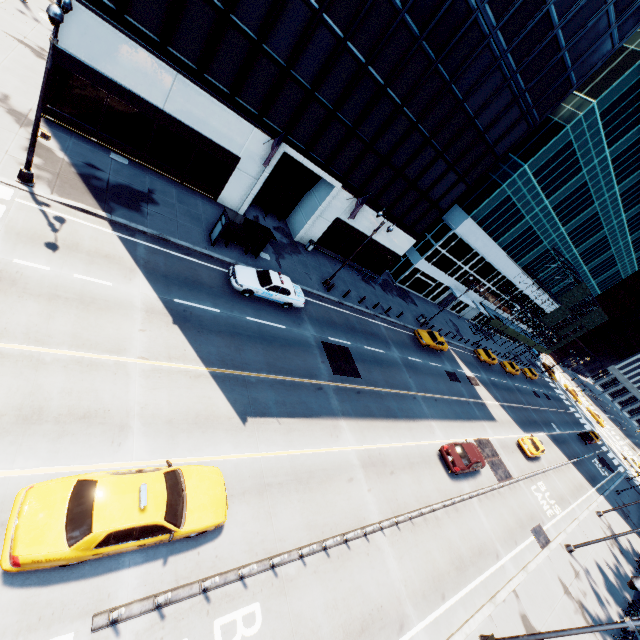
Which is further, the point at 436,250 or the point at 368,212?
the point at 436,250

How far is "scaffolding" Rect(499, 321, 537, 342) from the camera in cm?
5207

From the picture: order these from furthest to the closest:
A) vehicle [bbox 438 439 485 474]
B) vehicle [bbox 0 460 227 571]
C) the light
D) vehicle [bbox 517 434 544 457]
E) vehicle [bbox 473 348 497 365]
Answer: vehicle [bbox 473 348 497 365] → vehicle [bbox 517 434 544 457] → vehicle [bbox 438 439 485 474] → the light → vehicle [bbox 0 460 227 571]

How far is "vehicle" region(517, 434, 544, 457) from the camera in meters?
31.3 m

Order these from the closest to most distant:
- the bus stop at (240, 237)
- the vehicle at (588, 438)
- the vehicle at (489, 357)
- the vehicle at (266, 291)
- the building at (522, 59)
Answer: the building at (522, 59) → the vehicle at (266, 291) → the bus stop at (240, 237) → the vehicle at (489, 357) → the vehicle at (588, 438)

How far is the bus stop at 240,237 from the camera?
19.2m

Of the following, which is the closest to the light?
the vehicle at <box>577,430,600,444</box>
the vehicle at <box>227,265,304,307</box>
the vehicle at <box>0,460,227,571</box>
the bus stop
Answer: the bus stop

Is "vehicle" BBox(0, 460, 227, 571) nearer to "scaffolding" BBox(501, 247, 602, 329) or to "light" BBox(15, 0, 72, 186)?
"light" BBox(15, 0, 72, 186)
